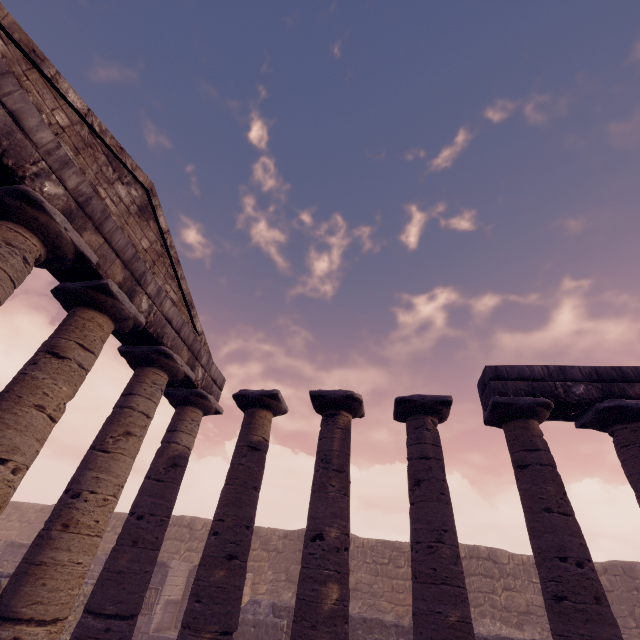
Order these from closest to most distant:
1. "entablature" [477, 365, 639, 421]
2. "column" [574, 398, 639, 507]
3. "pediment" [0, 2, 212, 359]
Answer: "pediment" [0, 2, 212, 359] < "column" [574, 398, 639, 507] < "entablature" [477, 365, 639, 421]

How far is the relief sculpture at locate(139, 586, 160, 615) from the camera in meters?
13.1

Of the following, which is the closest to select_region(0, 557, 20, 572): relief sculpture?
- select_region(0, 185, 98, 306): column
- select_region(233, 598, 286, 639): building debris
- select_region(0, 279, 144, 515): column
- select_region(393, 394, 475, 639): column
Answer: select_region(233, 598, 286, 639): building debris

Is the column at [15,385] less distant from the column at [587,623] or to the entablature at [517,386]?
the entablature at [517,386]

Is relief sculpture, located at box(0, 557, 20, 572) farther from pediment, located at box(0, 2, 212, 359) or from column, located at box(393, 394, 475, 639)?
column, located at box(393, 394, 475, 639)

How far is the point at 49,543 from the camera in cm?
530

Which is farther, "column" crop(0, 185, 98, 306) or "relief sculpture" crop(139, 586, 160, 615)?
"relief sculpture" crop(139, 586, 160, 615)

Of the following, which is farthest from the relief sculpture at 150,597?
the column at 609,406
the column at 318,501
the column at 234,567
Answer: the column at 609,406
